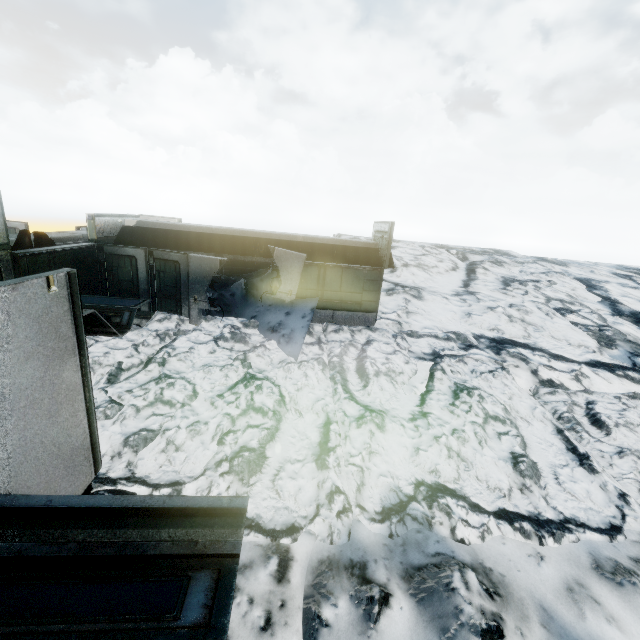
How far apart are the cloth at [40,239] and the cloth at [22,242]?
0.1 meters

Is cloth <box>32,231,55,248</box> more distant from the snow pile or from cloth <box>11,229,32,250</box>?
the snow pile

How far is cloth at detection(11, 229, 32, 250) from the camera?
8.8 meters

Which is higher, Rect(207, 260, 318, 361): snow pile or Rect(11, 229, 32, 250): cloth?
Rect(11, 229, 32, 250): cloth

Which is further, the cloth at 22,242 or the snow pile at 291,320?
the snow pile at 291,320

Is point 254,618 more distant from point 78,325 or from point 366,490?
point 78,325

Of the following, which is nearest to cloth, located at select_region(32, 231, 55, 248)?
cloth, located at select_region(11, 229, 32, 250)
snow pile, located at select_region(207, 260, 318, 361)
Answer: cloth, located at select_region(11, 229, 32, 250)

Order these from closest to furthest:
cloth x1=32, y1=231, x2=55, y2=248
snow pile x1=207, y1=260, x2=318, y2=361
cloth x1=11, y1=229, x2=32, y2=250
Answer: cloth x1=11, y1=229, x2=32, y2=250 → cloth x1=32, y1=231, x2=55, y2=248 → snow pile x1=207, y1=260, x2=318, y2=361
